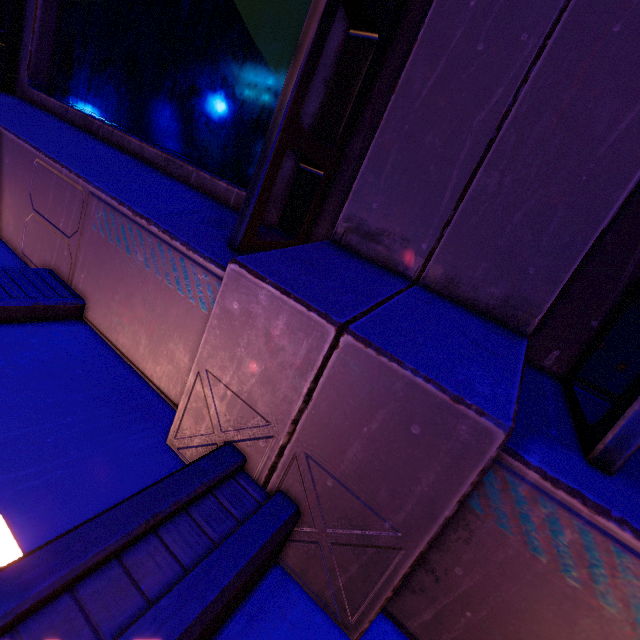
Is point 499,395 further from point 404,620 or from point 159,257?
point 159,257
